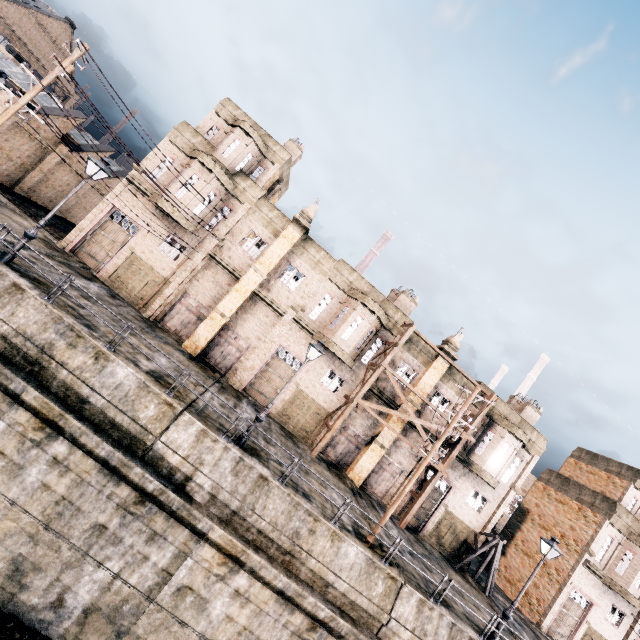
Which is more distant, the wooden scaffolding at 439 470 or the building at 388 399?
the building at 388 399

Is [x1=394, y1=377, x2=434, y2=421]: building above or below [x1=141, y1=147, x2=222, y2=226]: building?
below

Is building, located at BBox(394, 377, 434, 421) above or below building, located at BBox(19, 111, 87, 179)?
above

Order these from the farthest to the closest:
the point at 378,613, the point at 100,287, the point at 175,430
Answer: the point at 100,287 → the point at 378,613 → the point at 175,430

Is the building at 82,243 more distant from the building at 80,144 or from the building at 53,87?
the building at 53,87

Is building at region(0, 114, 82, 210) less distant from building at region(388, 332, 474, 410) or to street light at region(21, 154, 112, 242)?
building at region(388, 332, 474, 410)

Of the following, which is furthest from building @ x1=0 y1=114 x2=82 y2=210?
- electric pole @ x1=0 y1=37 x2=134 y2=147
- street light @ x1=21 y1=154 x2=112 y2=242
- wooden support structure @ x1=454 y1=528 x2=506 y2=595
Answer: wooden support structure @ x1=454 y1=528 x2=506 y2=595

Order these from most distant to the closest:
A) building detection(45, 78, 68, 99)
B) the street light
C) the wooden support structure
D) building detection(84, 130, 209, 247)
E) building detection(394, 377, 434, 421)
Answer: building detection(45, 78, 68, 99)
building detection(394, 377, 434, 421)
the wooden support structure
building detection(84, 130, 209, 247)
the street light
